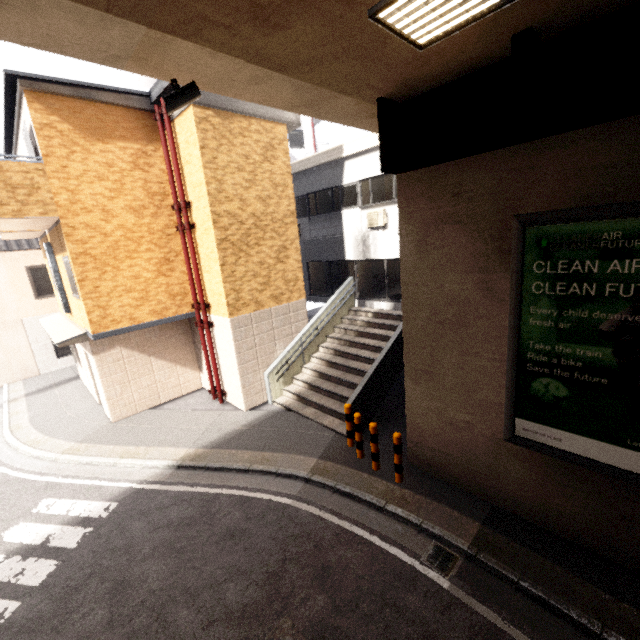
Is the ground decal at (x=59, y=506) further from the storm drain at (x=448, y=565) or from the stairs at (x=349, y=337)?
the storm drain at (x=448, y=565)

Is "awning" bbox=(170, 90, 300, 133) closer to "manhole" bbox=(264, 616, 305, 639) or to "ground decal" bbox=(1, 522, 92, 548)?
"ground decal" bbox=(1, 522, 92, 548)

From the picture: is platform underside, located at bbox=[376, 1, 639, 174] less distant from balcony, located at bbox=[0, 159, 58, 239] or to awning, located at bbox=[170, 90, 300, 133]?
awning, located at bbox=[170, 90, 300, 133]

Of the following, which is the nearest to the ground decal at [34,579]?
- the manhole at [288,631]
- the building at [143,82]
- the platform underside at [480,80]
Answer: the manhole at [288,631]

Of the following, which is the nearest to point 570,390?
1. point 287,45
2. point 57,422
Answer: point 287,45

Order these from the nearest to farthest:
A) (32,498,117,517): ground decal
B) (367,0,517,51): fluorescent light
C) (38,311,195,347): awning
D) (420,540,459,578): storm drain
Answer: (367,0,517,51): fluorescent light
(420,540,459,578): storm drain
(32,498,117,517): ground decal
(38,311,195,347): awning

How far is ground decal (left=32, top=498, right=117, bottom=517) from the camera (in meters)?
6.68

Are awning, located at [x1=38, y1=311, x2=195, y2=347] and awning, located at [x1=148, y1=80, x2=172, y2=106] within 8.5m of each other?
yes
